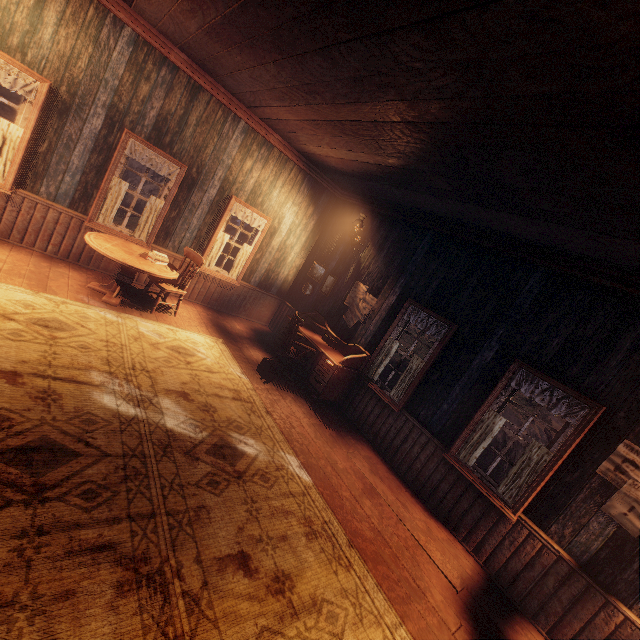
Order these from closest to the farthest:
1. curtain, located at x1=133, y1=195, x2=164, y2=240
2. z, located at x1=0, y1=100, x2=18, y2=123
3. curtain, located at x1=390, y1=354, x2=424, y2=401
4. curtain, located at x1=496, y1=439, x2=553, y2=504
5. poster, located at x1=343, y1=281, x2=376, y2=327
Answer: curtain, located at x1=496, y1=439, x2=553, y2=504 → curtain, located at x1=390, y1=354, x2=424, y2=401 → curtain, located at x1=133, y1=195, x2=164, y2=240 → poster, located at x1=343, y1=281, x2=376, y2=327 → z, located at x1=0, y1=100, x2=18, y2=123

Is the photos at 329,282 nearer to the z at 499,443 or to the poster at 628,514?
the poster at 628,514

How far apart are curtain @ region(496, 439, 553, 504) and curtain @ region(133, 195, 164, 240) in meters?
7.0

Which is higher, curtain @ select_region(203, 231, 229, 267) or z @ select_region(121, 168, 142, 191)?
curtain @ select_region(203, 231, 229, 267)

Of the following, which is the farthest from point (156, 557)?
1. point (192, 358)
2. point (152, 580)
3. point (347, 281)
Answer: point (347, 281)

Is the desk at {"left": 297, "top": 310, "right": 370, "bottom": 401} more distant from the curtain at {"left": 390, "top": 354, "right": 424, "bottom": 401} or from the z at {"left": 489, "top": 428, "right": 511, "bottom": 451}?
the z at {"left": 489, "top": 428, "right": 511, "bottom": 451}

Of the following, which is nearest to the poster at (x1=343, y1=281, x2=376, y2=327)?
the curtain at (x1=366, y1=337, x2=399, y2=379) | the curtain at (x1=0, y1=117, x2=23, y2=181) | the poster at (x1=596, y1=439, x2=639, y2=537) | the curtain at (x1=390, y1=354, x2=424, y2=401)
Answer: the curtain at (x1=366, y1=337, x2=399, y2=379)

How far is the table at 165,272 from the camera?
4.7 meters
